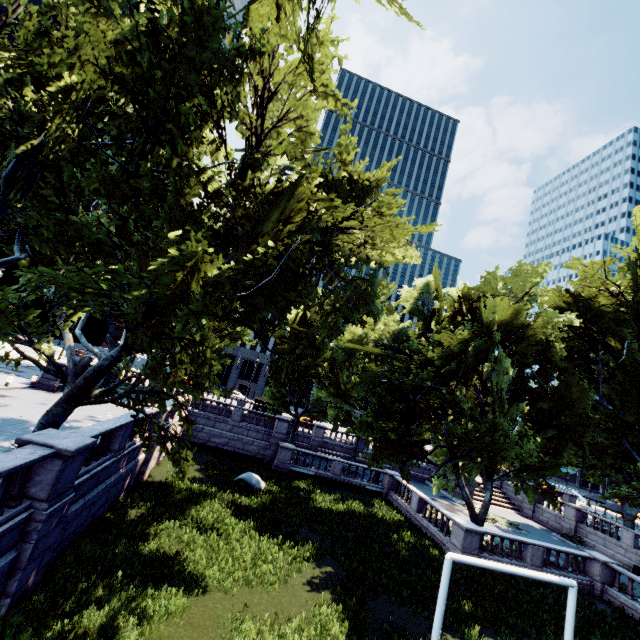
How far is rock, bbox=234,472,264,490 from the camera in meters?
21.8 m

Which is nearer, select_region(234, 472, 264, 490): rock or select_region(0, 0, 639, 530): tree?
select_region(0, 0, 639, 530): tree

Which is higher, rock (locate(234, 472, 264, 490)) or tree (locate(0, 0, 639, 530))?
tree (locate(0, 0, 639, 530))

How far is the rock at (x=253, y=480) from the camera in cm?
2175

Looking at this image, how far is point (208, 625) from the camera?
9.8 meters

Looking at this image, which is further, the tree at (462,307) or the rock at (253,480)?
the rock at (253,480)
